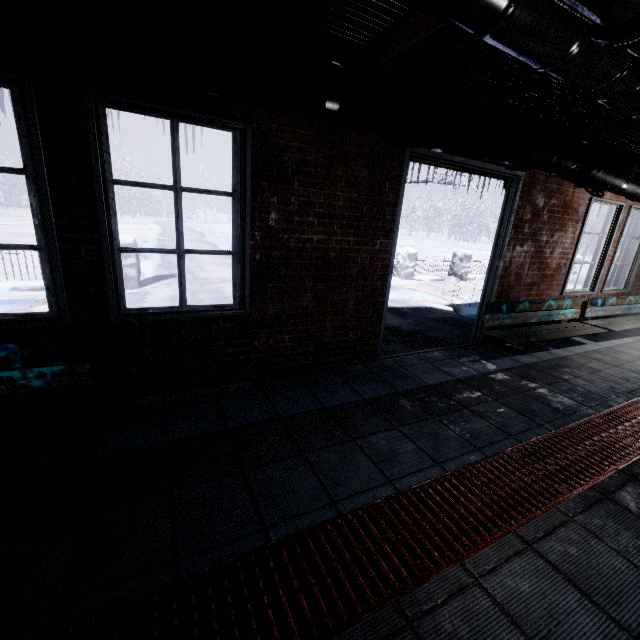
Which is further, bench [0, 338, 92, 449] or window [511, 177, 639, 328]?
window [511, 177, 639, 328]

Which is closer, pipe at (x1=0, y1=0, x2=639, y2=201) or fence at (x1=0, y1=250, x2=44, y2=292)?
pipe at (x1=0, y1=0, x2=639, y2=201)

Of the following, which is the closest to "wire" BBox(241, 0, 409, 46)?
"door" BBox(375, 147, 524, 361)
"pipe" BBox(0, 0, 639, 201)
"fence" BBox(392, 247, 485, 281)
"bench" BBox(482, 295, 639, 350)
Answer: "pipe" BBox(0, 0, 639, 201)

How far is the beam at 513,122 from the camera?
2.3 meters

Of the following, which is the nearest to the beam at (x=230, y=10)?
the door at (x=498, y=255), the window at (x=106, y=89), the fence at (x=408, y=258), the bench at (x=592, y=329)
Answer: the window at (x=106, y=89)

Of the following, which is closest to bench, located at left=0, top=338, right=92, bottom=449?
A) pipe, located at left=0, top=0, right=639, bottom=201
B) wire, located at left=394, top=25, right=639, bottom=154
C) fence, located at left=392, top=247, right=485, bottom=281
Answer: pipe, located at left=0, top=0, right=639, bottom=201

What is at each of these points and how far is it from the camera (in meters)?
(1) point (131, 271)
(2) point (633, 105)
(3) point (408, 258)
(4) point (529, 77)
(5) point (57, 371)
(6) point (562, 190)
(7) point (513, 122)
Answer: (1) fence, 5.85
(2) pipe, 1.28
(3) fence, 8.94
(4) wire, 1.46
(5) bench, 1.81
(6) window, 3.79
(7) beam, 2.44

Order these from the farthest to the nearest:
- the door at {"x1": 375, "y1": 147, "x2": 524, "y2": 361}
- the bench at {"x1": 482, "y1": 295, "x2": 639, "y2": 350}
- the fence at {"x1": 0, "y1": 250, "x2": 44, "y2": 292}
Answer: the fence at {"x1": 0, "y1": 250, "x2": 44, "y2": 292} → the bench at {"x1": 482, "y1": 295, "x2": 639, "y2": 350} → the door at {"x1": 375, "y1": 147, "x2": 524, "y2": 361}
